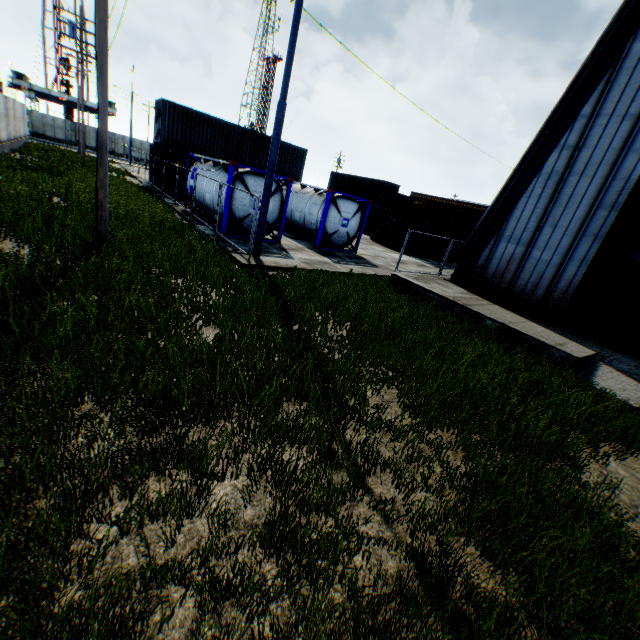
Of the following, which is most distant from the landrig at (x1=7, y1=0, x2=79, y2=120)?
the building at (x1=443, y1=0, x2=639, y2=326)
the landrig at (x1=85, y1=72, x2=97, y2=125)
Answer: the building at (x1=443, y1=0, x2=639, y2=326)

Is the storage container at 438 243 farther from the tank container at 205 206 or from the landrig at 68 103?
the landrig at 68 103

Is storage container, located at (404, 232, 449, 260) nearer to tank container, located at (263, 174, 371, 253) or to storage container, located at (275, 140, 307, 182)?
tank container, located at (263, 174, 371, 253)

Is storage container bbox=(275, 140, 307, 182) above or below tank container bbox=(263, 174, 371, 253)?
above

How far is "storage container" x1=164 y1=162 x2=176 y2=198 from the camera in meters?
20.7

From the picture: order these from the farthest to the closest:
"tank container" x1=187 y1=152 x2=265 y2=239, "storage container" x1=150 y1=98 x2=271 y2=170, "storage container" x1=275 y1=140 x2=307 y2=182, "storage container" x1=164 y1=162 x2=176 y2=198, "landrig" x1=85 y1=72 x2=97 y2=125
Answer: "landrig" x1=85 y1=72 x2=97 y2=125 → "storage container" x1=275 y1=140 x2=307 y2=182 → "storage container" x1=150 y1=98 x2=271 y2=170 → "storage container" x1=164 y1=162 x2=176 y2=198 → "tank container" x1=187 y1=152 x2=265 y2=239

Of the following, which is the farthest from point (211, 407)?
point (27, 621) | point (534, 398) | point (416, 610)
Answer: point (534, 398)

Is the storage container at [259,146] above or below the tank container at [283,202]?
above
